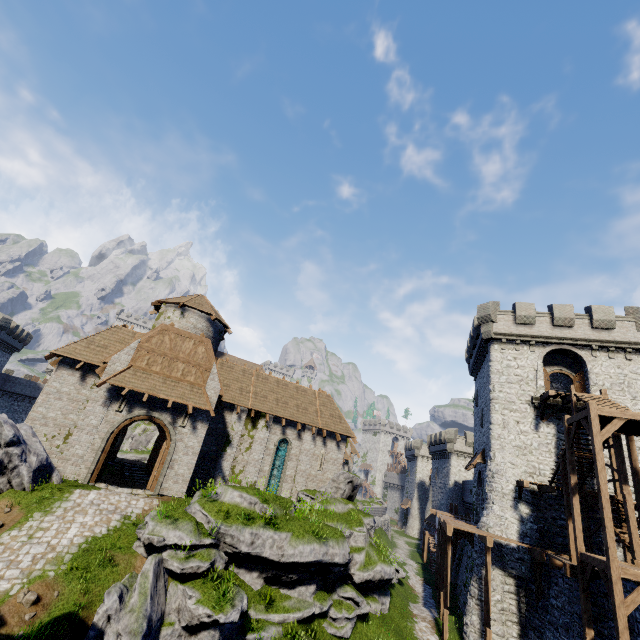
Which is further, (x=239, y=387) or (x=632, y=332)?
(x=239, y=387)

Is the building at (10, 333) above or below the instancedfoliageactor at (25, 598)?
above

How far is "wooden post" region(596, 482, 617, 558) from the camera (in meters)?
11.98

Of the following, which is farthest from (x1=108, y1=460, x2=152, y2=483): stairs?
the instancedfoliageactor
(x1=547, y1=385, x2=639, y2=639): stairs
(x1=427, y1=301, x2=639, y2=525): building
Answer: (x1=547, y1=385, x2=639, y2=639): stairs

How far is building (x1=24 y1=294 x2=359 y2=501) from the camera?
18.2 meters

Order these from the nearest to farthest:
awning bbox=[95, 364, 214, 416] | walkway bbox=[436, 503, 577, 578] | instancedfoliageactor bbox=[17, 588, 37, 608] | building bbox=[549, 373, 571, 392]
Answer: instancedfoliageactor bbox=[17, 588, 37, 608] < walkway bbox=[436, 503, 577, 578] < awning bbox=[95, 364, 214, 416] < building bbox=[549, 373, 571, 392]

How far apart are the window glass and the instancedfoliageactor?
14.90m

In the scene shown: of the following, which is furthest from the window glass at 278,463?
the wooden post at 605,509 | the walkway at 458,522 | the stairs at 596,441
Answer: the wooden post at 605,509
